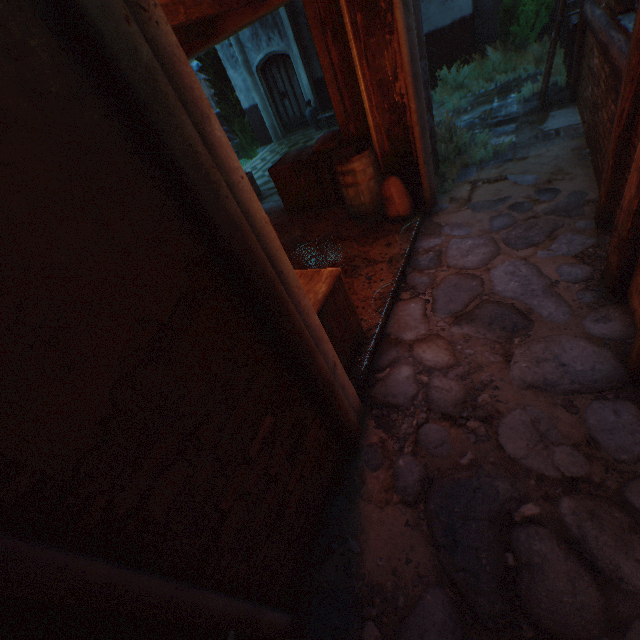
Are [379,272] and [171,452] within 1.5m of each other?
no

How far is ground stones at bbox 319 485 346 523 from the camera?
2.3 meters

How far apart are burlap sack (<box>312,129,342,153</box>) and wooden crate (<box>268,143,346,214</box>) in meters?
0.0 m

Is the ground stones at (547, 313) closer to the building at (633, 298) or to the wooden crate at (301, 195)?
the building at (633, 298)

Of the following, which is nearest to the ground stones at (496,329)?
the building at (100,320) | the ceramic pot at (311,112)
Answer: the building at (100,320)

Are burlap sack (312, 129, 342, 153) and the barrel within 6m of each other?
yes

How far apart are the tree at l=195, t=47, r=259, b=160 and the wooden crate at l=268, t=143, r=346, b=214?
8.0m

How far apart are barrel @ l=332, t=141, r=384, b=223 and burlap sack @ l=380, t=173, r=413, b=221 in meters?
0.1 m
